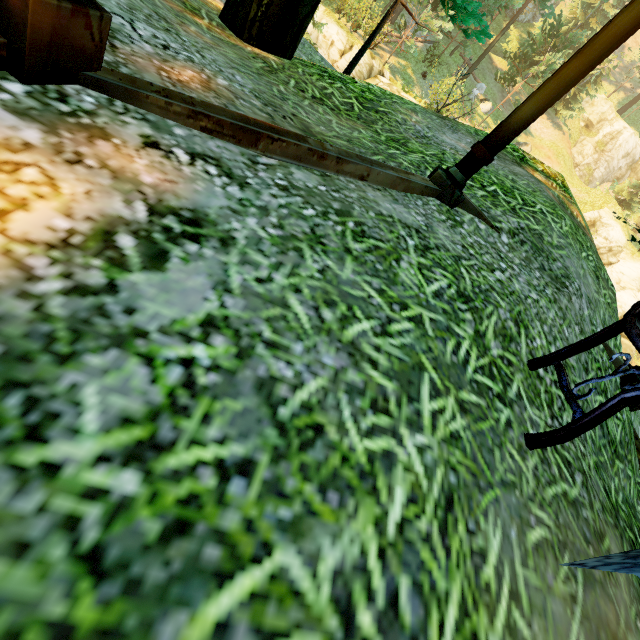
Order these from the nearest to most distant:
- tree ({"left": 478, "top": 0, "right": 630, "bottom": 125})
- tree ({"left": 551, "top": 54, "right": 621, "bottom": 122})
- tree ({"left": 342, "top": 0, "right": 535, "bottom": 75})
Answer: tree ({"left": 342, "top": 0, "right": 535, "bottom": 75})
tree ({"left": 478, "top": 0, "right": 630, "bottom": 125})
tree ({"left": 551, "top": 54, "right": 621, "bottom": 122})

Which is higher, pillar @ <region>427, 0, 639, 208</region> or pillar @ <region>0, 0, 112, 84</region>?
pillar @ <region>427, 0, 639, 208</region>

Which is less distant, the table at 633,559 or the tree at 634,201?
the table at 633,559

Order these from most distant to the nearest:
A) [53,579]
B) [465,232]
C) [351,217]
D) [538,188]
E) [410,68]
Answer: [410,68], [538,188], [465,232], [351,217], [53,579]

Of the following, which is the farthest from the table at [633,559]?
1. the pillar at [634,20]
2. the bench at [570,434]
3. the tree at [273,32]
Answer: the tree at [273,32]

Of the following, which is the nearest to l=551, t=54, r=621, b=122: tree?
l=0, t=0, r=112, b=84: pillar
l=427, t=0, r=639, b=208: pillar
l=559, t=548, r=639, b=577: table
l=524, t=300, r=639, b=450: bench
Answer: l=427, t=0, r=639, b=208: pillar

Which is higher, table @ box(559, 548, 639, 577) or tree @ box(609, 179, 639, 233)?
tree @ box(609, 179, 639, 233)

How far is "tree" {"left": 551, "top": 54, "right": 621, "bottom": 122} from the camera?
31.2 meters
